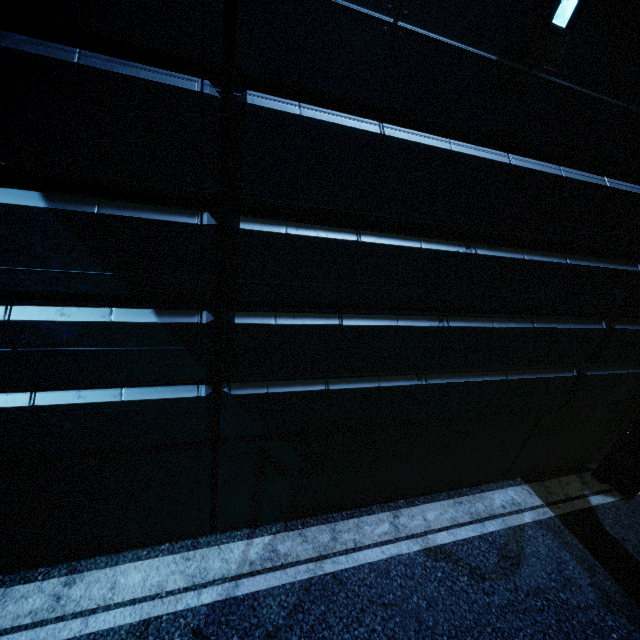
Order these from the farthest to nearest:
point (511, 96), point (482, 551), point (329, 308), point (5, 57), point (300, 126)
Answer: point (482, 551)
point (329, 308)
point (511, 96)
point (300, 126)
point (5, 57)
